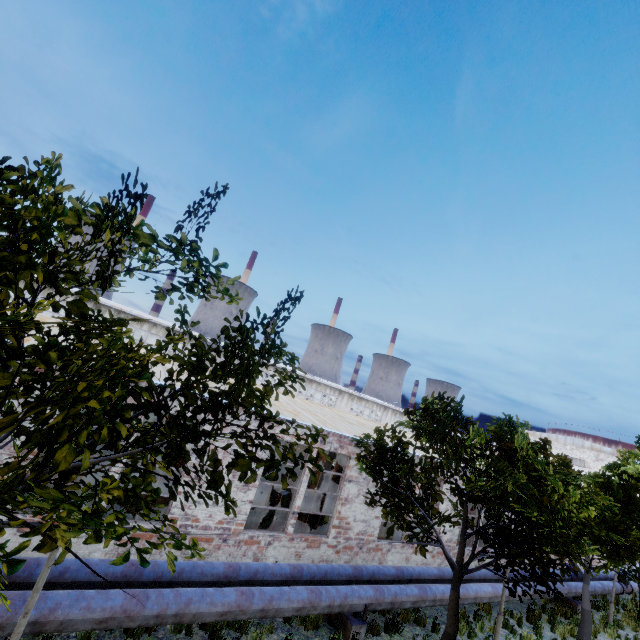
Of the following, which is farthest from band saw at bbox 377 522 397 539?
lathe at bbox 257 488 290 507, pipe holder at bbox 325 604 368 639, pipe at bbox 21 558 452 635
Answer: pipe holder at bbox 325 604 368 639

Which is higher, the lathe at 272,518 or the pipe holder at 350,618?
the lathe at 272,518

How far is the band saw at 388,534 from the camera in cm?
1512

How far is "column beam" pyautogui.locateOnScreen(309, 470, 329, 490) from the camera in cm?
1579

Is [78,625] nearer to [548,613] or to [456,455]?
[456,455]

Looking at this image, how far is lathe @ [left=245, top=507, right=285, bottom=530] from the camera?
12.09m

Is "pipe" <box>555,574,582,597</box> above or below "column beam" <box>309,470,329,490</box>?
below

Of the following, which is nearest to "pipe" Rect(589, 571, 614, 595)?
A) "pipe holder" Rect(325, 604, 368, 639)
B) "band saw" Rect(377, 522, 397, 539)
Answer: "pipe holder" Rect(325, 604, 368, 639)
